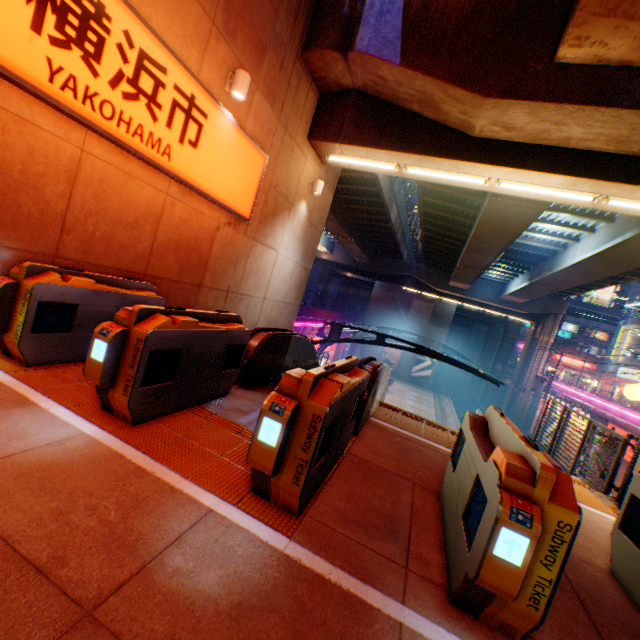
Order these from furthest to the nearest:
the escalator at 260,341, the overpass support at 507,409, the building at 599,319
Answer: the building at 599,319 → the overpass support at 507,409 → the escalator at 260,341

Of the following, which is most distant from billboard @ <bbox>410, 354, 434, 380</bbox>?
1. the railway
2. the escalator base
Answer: the escalator base

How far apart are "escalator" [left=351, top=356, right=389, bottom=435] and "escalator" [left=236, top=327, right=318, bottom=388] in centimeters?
135cm

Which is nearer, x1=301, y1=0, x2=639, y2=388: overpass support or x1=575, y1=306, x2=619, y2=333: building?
x1=301, y1=0, x2=639, y2=388: overpass support

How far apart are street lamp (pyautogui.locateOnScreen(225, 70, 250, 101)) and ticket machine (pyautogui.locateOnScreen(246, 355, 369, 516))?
5.4 meters

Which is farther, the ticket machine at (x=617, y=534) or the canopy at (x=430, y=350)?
the canopy at (x=430, y=350)

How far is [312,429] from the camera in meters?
2.6

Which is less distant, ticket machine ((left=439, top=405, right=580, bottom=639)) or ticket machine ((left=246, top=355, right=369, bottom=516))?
ticket machine ((left=439, top=405, right=580, bottom=639))
